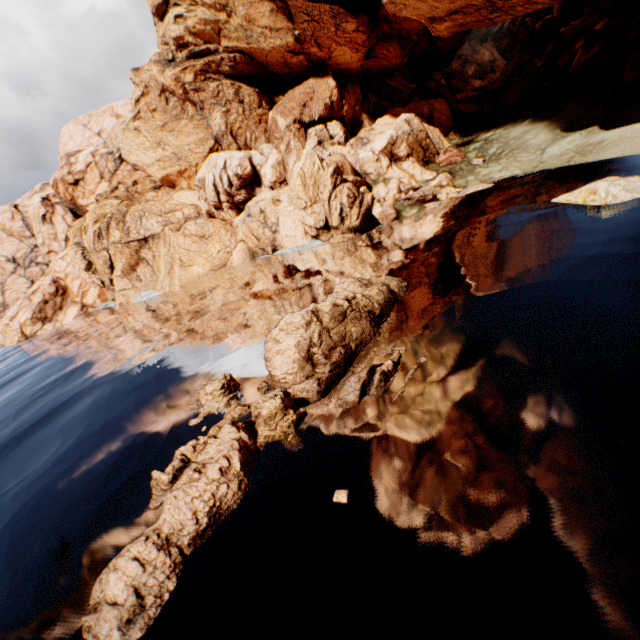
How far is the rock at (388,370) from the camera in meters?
10.7 m

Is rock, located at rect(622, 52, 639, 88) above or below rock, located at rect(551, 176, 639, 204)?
above

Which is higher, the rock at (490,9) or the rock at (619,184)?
the rock at (490,9)

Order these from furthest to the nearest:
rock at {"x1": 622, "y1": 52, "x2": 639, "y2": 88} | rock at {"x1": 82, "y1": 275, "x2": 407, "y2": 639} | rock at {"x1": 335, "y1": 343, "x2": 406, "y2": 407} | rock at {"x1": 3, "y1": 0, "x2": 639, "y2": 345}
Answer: rock at {"x1": 3, "y1": 0, "x2": 639, "y2": 345}
rock at {"x1": 622, "y1": 52, "x2": 639, "y2": 88}
rock at {"x1": 335, "y1": 343, "x2": 406, "y2": 407}
rock at {"x1": 82, "y1": 275, "x2": 407, "y2": 639}

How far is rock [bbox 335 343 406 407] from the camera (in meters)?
10.70

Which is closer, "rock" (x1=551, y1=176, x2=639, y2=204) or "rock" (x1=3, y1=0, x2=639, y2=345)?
"rock" (x1=551, y1=176, x2=639, y2=204)

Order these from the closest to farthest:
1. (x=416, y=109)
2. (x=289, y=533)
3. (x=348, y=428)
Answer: (x=289, y=533)
(x=348, y=428)
(x=416, y=109)
